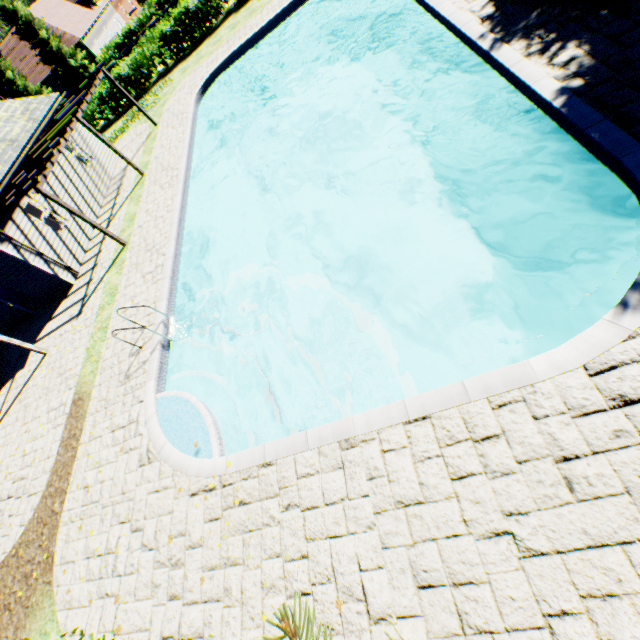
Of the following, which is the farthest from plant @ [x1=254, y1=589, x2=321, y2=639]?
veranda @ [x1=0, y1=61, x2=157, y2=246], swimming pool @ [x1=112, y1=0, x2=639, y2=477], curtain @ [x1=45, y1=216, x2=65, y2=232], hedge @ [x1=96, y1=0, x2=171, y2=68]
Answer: curtain @ [x1=45, y1=216, x2=65, y2=232]

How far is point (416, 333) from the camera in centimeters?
720cm

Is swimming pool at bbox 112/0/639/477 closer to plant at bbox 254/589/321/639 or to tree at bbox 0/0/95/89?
plant at bbox 254/589/321/639

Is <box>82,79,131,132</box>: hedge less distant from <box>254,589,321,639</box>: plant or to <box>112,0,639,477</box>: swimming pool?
<box>254,589,321,639</box>: plant

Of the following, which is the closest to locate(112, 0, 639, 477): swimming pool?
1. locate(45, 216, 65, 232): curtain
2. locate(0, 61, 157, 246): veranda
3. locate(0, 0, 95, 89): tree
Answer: locate(0, 61, 157, 246): veranda

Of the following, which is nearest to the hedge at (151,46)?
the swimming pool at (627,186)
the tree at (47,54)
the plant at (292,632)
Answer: the tree at (47,54)

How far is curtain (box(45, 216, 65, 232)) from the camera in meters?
13.8 m

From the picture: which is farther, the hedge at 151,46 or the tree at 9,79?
the tree at 9,79
